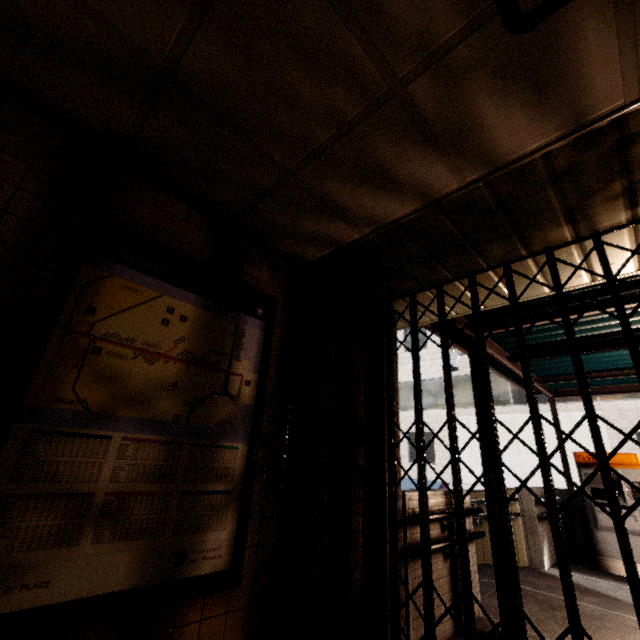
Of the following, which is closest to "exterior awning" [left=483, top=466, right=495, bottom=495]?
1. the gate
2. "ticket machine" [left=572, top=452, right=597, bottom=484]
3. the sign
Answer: "ticket machine" [left=572, top=452, right=597, bottom=484]

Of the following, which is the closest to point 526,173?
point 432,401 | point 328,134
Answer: point 328,134

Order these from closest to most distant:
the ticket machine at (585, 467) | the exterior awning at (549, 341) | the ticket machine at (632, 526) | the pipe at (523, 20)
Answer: the pipe at (523, 20) < the exterior awning at (549, 341) < the ticket machine at (632, 526) < the ticket machine at (585, 467)

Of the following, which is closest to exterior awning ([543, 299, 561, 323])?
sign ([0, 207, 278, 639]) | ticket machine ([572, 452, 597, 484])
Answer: ticket machine ([572, 452, 597, 484])

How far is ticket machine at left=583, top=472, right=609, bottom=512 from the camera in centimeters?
564cm

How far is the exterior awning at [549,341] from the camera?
4.29m

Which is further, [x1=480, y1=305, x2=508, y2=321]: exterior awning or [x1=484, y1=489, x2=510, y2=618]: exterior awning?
[x1=480, y1=305, x2=508, y2=321]: exterior awning

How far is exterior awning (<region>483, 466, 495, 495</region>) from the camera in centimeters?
343cm
